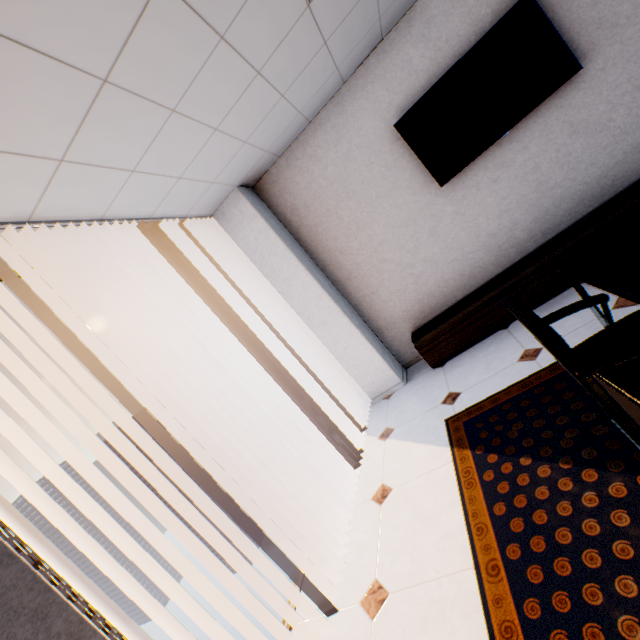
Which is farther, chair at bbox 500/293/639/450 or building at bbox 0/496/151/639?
building at bbox 0/496/151/639

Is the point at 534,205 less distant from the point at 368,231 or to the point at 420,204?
the point at 420,204

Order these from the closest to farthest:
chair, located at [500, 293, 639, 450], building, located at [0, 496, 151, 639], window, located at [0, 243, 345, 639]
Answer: chair, located at [500, 293, 639, 450] < window, located at [0, 243, 345, 639] < building, located at [0, 496, 151, 639]

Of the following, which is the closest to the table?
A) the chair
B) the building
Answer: the chair

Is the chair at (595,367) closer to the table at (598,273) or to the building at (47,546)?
the table at (598,273)

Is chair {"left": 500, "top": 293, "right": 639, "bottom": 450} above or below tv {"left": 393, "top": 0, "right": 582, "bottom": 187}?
below

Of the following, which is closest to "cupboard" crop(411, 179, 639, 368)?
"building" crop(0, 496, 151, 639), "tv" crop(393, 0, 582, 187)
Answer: "tv" crop(393, 0, 582, 187)

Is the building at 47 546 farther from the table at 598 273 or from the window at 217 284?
the table at 598 273
